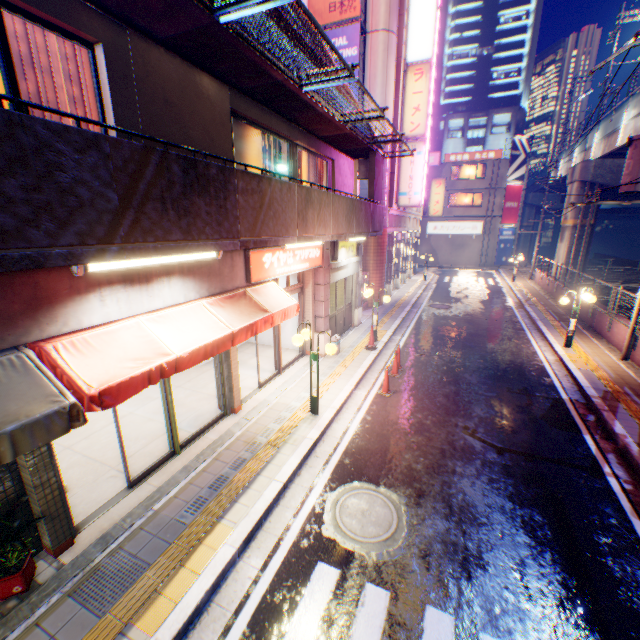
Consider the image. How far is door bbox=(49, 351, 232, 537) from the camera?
4.8 meters

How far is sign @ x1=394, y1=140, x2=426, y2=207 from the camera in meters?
17.4

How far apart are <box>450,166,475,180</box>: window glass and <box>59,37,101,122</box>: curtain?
40.48m

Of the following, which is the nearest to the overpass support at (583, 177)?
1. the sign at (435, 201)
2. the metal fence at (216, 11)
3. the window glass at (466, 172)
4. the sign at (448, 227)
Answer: the metal fence at (216, 11)

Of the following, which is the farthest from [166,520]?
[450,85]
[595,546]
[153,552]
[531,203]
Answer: [450,85]

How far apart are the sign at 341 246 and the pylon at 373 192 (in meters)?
0.85

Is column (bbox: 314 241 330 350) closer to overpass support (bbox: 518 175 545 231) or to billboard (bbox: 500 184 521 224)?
overpass support (bbox: 518 175 545 231)

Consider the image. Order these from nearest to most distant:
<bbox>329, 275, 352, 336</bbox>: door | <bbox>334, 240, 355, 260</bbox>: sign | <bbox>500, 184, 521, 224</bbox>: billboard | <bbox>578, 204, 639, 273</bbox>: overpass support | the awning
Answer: the awning
<bbox>334, 240, 355, 260</bbox>: sign
<bbox>329, 275, 352, 336</bbox>: door
<bbox>578, 204, 639, 273</bbox>: overpass support
<bbox>500, 184, 521, 224</bbox>: billboard
